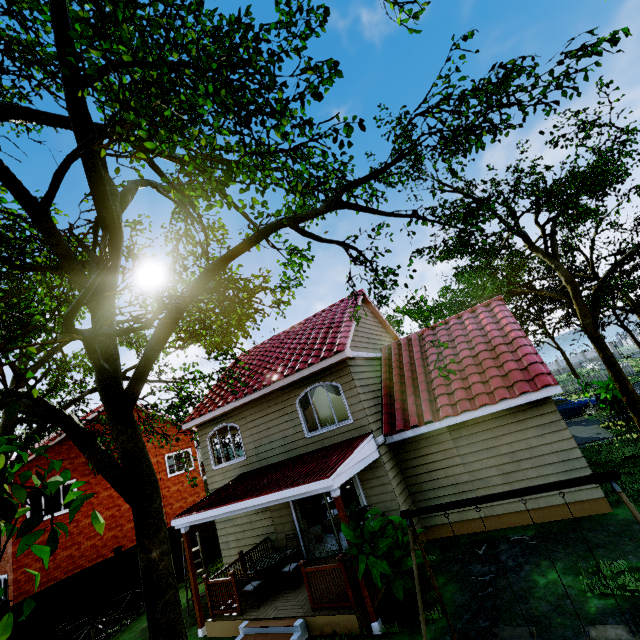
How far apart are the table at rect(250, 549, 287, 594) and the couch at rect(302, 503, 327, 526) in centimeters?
410cm

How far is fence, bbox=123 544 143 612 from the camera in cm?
1231

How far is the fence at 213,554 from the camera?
15.4m

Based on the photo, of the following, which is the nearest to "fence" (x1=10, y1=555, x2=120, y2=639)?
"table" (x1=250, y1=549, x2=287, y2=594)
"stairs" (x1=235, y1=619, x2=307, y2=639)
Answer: "stairs" (x1=235, y1=619, x2=307, y2=639)

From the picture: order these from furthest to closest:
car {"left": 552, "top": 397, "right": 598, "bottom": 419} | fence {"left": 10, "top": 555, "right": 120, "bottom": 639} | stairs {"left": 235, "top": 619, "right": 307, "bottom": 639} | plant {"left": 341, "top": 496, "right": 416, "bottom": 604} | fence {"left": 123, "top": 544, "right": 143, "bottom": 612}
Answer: car {"left": 552, "top": 397, "right": 598, "bottom": 419} → fence {"left": 123, "top": 544, "right": 143, "bottom": 612} → fence {"left": 10, "top": 555, "right": 120, "bottom": 639} → stairs {"left": 235, "top": 619, "right": 307, "bottom": 639} → plant {"left": 341, "top": 496, "right": 416, "bottom": 604}

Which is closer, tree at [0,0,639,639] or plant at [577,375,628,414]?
tree at [0,0,639,639]

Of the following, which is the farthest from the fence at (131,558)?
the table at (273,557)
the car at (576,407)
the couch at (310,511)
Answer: the car at (576,407)

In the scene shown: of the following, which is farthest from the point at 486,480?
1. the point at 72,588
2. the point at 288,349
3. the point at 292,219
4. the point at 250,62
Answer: the point at 72,588
